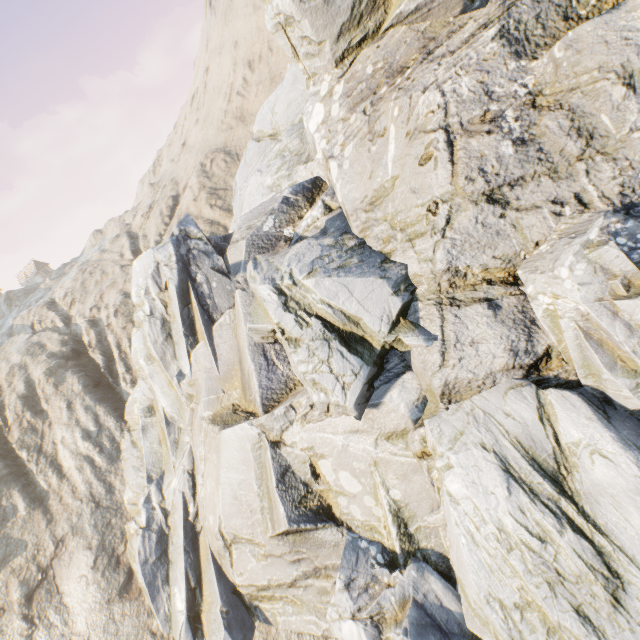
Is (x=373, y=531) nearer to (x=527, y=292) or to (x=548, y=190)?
(x=527, y=292)
